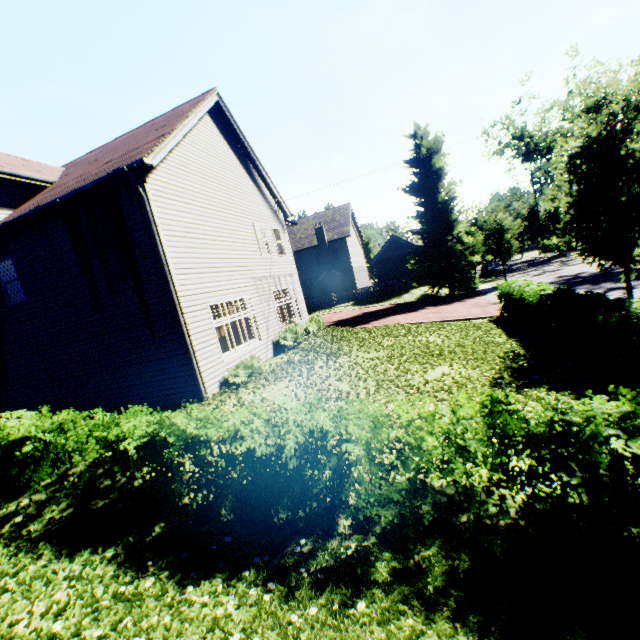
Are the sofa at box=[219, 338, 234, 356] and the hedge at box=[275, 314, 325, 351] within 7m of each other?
yes

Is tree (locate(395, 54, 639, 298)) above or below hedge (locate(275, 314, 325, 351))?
above

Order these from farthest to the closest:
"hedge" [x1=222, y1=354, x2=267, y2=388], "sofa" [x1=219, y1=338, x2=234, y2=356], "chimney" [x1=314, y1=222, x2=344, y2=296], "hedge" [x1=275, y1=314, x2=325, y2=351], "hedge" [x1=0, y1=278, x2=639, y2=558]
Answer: "chimney" [x1=314, y1=222, x2=344, y2=296], "sofa" [x1=219, y1=338, x2=234, y2=356], "hedge" [x1=275, y1=314, x2=325, y2=351], "hedge" [x1=222, y1=354, x2=267, y2=388], "hedge" [x1=0, y1=278, x2=639, y2=558]

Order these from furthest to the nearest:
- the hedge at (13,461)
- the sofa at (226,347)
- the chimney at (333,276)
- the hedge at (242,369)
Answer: the chimney at (333,276), the sofa at (226,347), the hedge at (242,369), the hedge at (13,461)

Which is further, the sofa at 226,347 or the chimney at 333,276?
the chimney at 333,276

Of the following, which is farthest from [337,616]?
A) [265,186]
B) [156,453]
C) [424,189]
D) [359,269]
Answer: [359,269]

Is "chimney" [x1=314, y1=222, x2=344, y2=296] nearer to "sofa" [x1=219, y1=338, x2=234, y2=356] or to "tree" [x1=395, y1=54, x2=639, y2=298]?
"tree" [x1=395, y1=54, x2=639, y2=298]

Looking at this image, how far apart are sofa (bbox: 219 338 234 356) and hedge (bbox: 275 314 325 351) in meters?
3.3 m
